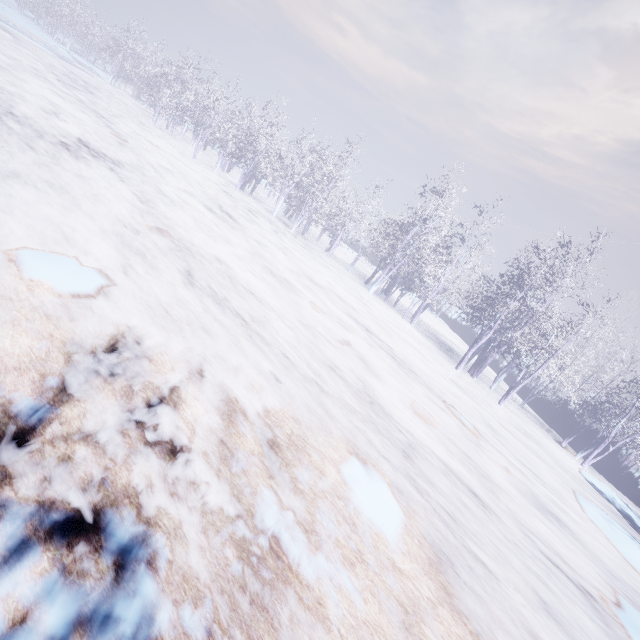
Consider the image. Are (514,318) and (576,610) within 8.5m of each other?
no
